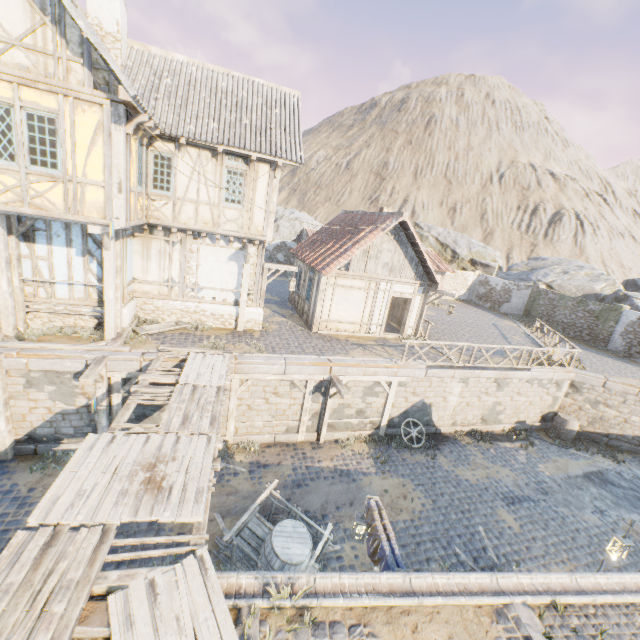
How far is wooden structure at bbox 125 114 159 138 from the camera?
8.3m

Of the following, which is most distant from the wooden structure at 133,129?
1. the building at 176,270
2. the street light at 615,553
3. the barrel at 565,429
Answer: the barrel at 565,429

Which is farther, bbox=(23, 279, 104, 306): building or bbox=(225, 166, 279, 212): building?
bbox=(225, 166, 279, 212): building

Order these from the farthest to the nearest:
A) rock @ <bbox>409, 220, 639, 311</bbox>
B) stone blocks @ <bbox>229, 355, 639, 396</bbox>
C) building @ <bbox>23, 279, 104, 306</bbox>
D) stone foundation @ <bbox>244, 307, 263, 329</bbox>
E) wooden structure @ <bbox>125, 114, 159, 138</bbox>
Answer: rock @ <bbox>409, 220, 639, 311</bbox>, stone foundation @ <bbox>244, 307, 263, 329</bbox>, stone blocks @ <bbox>229, 355, 639, 396</bbox>, building @ <bbox>23, 279, 104, 306</bbox>, wooden structure @ <bbox>125, 114, 159, 138</bbox>

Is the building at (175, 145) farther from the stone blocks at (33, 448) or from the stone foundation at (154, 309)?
the stone blocks at (33, 448)

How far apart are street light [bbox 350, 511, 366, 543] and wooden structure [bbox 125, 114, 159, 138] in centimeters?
1120cm

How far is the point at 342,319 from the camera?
15.66m

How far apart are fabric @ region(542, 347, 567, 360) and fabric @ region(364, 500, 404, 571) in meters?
13.0
